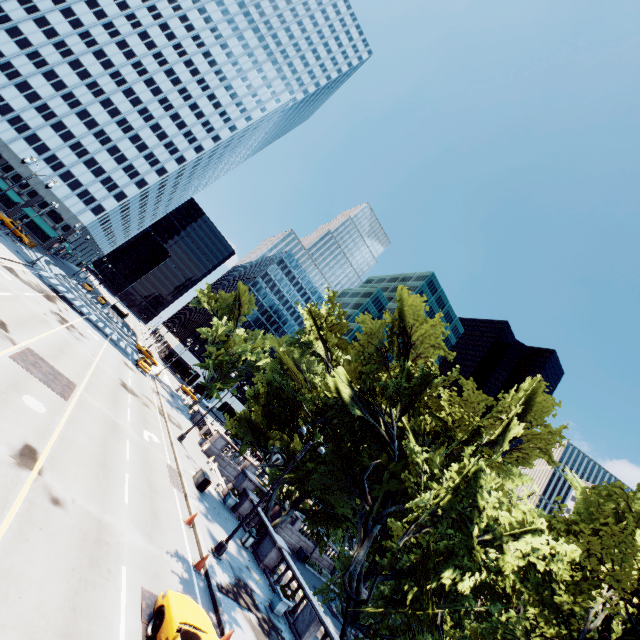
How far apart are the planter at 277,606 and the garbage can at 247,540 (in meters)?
4.18

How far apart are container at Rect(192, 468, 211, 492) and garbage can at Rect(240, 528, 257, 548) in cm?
393

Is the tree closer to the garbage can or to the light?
the light

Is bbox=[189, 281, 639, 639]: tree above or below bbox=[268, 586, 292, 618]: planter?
above

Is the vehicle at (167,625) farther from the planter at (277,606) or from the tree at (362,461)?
the planter at (277,606)

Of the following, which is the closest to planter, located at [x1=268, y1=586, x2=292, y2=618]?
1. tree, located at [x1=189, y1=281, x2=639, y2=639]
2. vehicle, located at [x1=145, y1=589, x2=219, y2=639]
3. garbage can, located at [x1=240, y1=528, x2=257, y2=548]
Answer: tree, located at [x1=189, y1=281, x2=639, y2=639]

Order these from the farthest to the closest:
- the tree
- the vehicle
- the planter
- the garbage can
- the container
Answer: the container < the garbage can < the planter < the tree < the vehicle

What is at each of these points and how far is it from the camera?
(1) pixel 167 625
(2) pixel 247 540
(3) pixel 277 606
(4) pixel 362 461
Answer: (1) vehicle, 8.4m
(2) garbage can, 19.9m
(3) planter, 15.6m
(4) tree, 21.0m
